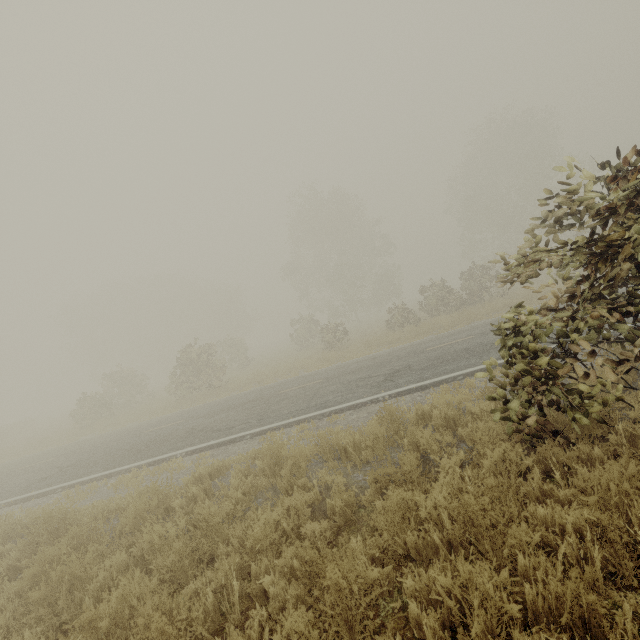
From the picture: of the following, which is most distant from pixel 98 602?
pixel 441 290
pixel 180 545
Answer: pixel 441 290
